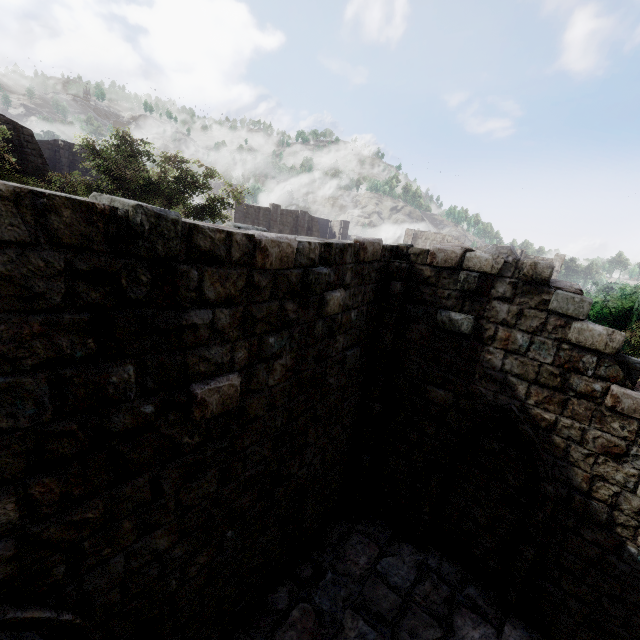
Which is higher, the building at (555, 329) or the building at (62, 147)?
the building at (62, 147)

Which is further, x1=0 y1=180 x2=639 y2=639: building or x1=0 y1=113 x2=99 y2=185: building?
A: x1=0 y1=113 x2=99 y2=185: building

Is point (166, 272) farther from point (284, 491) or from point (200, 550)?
point (284, 491)

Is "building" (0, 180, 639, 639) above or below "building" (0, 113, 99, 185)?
below

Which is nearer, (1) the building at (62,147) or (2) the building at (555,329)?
(2) the building at (555,329)
